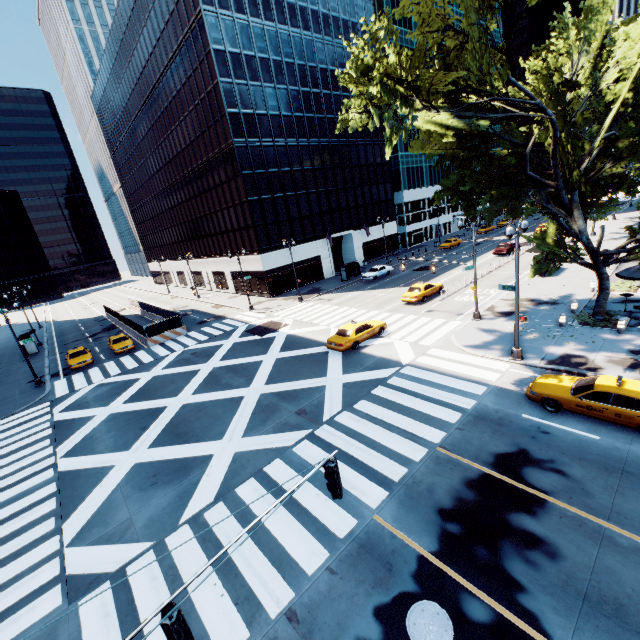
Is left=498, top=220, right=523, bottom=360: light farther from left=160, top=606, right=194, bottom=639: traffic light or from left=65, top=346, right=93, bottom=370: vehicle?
left=65, top=346, right=93, bottom=370: vehicle

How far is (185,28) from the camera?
37.8m

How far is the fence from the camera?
33.2m

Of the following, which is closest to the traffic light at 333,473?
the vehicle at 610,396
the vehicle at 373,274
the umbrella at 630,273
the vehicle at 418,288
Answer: the vehicle at 610,396

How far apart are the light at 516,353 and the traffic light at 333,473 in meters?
13.7 m

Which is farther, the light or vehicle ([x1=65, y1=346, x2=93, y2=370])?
vehicle ([x1=65, y1=346, x2=93, y2=370])

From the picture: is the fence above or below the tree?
below

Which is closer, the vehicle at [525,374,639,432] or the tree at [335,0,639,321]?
the vehicle at [525,374,639,432]
